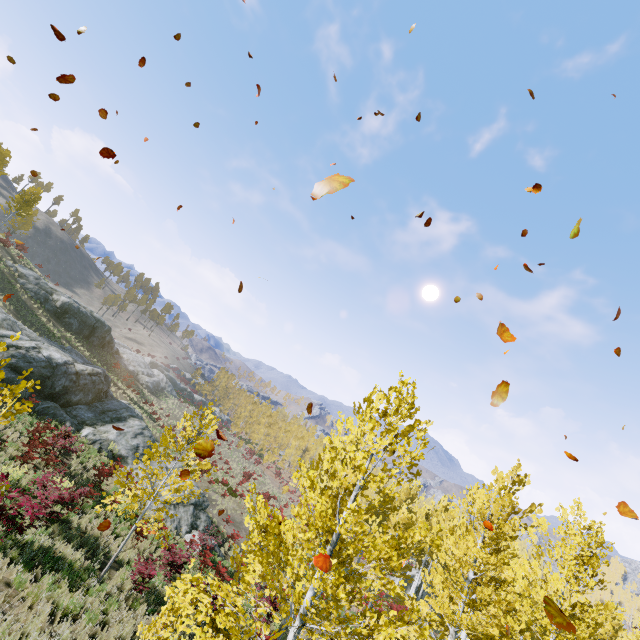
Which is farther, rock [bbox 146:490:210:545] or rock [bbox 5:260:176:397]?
rock [bbox 5:260:176:397]

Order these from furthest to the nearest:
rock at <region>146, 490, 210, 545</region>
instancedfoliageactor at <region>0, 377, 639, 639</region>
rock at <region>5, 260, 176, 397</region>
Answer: rock at <region>5, 260, 176, 397</region> < rock at <region>146, 490, 210, 545</region> < instancedfoliageactor at <region>0, 377, 639, 639</region>

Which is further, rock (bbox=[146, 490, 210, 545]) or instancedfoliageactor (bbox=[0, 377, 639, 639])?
rock (bbox=[146, 490, 210, 545])

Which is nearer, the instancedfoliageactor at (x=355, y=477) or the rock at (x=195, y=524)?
the instancedfoliageactor at (x=355, y=477)

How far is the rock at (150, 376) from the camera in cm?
3434

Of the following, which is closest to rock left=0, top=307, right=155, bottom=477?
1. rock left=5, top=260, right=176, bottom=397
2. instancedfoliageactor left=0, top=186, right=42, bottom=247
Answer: instancedfoliageactor left=0, top=186, right=42, bottom=247

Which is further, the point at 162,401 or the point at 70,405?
the point at 162,401
